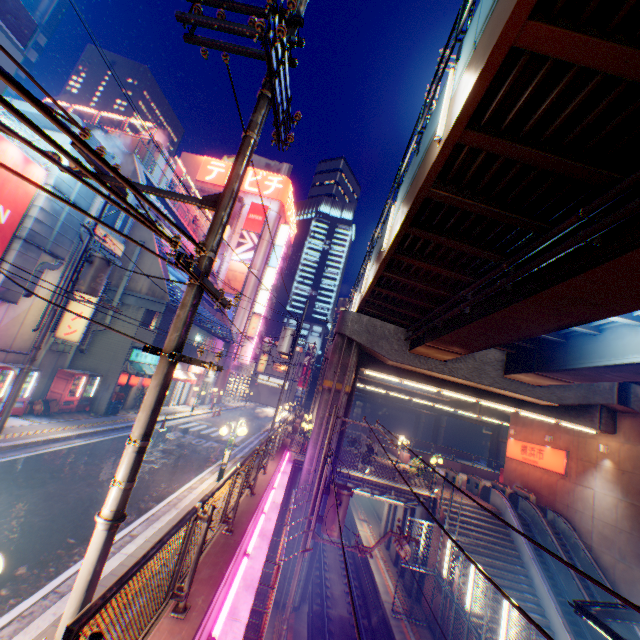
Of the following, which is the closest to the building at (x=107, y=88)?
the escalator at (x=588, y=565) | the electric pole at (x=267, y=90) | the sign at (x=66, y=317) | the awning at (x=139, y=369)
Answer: the awning at (x=139, y=369)

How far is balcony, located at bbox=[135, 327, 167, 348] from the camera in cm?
1944

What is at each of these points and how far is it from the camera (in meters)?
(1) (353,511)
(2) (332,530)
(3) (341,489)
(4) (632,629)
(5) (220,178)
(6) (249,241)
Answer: (1) railway, 32.56
(2) electric pole, 11.41
(3) electric pole, 11.70
(4) escalator, 14.98
(5) signboard, 46.12
(6) billboard, 43.16

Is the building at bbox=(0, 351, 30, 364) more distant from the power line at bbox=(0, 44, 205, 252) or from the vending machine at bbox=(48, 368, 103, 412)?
the power line at bbox=(0, 44, 205, 252)

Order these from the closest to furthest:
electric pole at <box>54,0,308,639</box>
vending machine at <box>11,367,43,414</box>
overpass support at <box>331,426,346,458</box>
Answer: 1. electric pole at <box>54,0,308,639</box>
2. vending machine at <box>11,367,43,414</box>
3. overpass support at <box>331,426,346,458</box>

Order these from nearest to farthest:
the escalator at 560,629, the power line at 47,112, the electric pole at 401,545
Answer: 1. the power line at 47,112
2. the electric pole at 401,545
3. the escalator at 560,629

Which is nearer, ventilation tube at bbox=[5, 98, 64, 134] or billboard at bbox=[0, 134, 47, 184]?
billboard at bbox=[0, 134, 47, 184]

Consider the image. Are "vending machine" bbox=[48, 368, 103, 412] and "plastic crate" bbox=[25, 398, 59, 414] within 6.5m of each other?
yes
